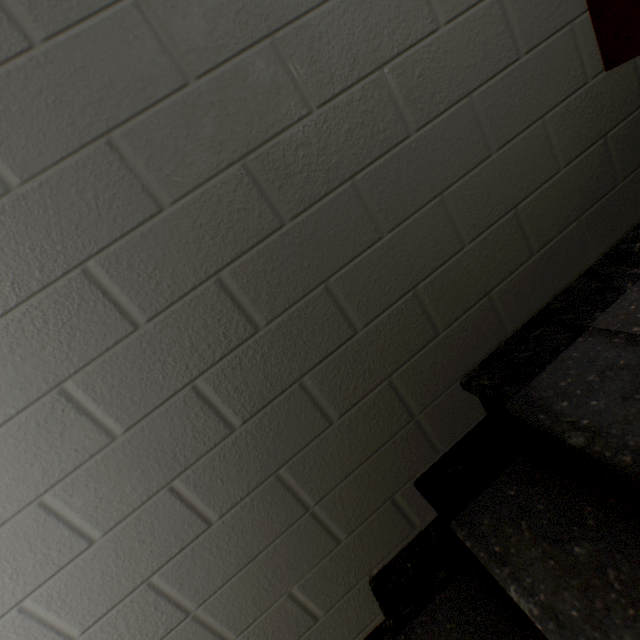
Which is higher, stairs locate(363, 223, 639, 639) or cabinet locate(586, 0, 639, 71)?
cabinet locate(586, 0, 639, 71)

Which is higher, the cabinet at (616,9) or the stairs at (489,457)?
the cabinet at (616,9)

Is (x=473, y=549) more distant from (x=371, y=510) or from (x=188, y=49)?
(x=188, y=49)
